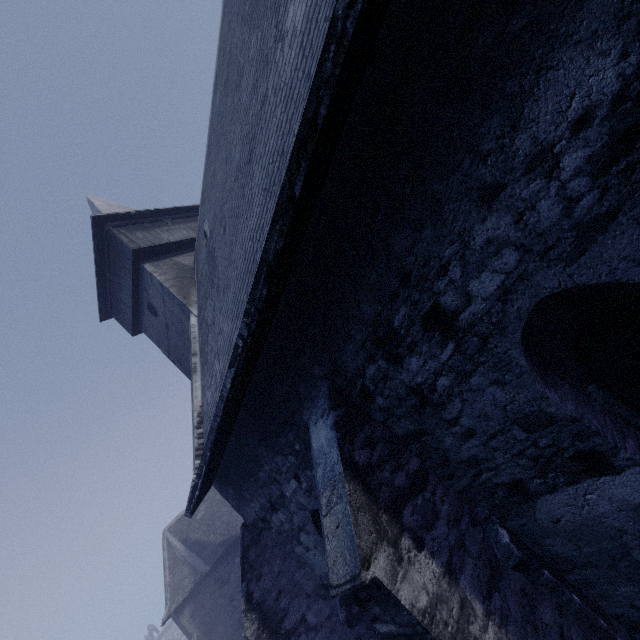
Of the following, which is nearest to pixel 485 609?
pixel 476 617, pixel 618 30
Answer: pixel 476 617
